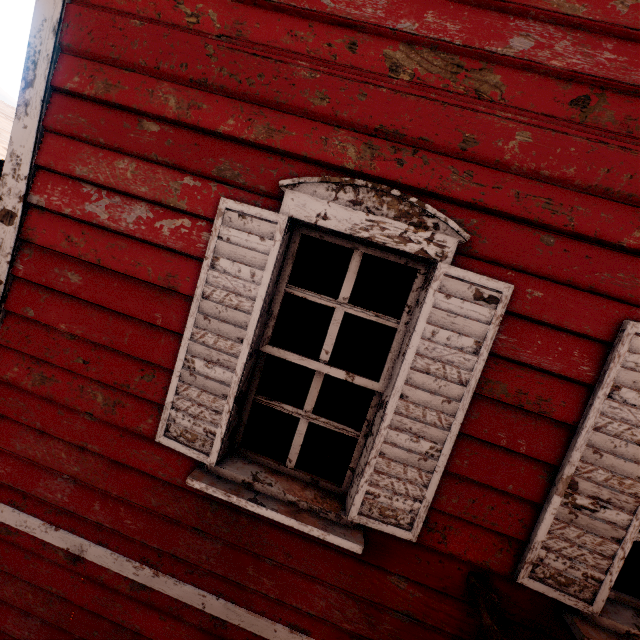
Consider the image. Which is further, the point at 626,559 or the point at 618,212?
the point at 626,559

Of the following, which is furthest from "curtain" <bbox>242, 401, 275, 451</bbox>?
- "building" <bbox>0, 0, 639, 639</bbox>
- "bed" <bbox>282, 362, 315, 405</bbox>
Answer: "bed" <bbox>282, 362, 315, 405</bbox>

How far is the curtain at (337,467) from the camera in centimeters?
187cm

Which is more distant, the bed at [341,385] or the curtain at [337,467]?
the bed at [341,385]

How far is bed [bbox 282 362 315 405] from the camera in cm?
452

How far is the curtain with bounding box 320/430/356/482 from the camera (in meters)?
1.87

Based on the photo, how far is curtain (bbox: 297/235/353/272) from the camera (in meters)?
1.80
